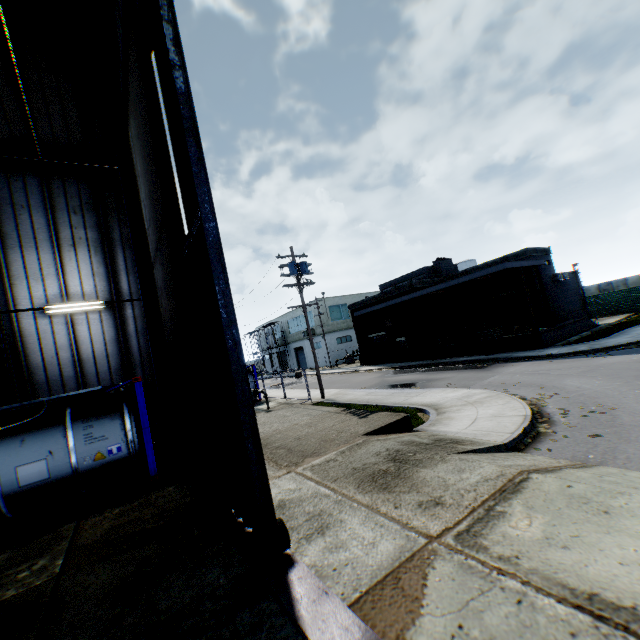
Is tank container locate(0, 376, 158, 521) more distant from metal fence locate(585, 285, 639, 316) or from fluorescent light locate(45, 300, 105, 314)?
metal fence locate(585, 285, 639, 316)

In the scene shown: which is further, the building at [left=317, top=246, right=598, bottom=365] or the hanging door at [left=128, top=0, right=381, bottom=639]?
the building at [left=317, top=246, right=598, bottom=365]

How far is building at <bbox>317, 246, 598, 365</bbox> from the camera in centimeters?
2294cm

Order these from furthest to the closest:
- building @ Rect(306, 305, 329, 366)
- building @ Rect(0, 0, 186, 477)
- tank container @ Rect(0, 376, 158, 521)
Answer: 1. building @ Rect(306, 305, 329, 366)
2. building @ Rect(0, 0, 186, 477)
3. tank container @ Rect(0, 376, 158, 521)

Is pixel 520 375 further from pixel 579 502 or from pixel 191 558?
pixel 191 558

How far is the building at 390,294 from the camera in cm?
2294

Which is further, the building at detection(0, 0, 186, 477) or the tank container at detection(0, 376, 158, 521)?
the building at detection(0, 0, 186, 477)

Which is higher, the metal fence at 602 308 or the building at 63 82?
the building at 63 82
